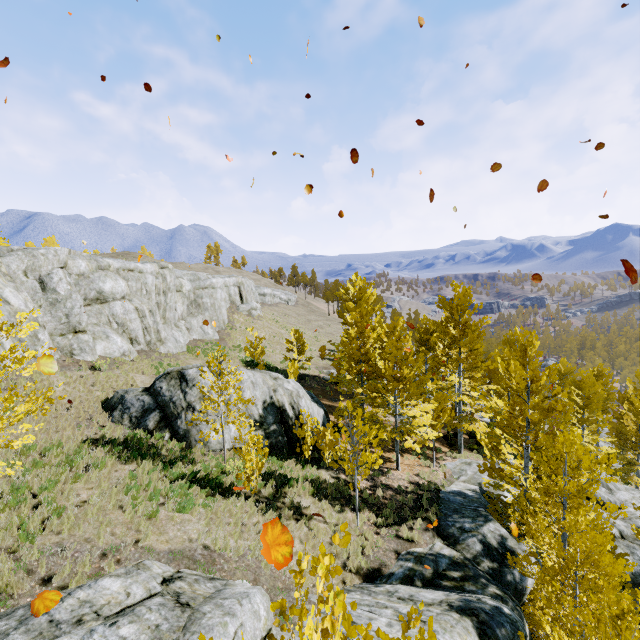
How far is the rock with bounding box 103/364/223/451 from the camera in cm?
1373

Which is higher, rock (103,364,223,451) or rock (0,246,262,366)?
rock (0,246,262,366)

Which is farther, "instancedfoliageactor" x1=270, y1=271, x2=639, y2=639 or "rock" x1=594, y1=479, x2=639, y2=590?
"rock" x1=594, y1=479, x2=639, y2=590

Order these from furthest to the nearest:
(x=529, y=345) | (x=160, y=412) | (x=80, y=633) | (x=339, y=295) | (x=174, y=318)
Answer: (x=174, y=318), (x=339, y=295), (x=160, y=412), (x=529, y=345), (x=80, y=633)

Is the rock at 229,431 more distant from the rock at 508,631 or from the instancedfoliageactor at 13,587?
the rock at 508,631

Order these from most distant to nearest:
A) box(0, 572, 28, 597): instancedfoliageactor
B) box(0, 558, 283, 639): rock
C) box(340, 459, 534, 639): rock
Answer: box(340, 459, 534, 639): rock, box(0, 572, 28, 597): instancedfoliageactor, box(0, 558, 283, 639): rock
